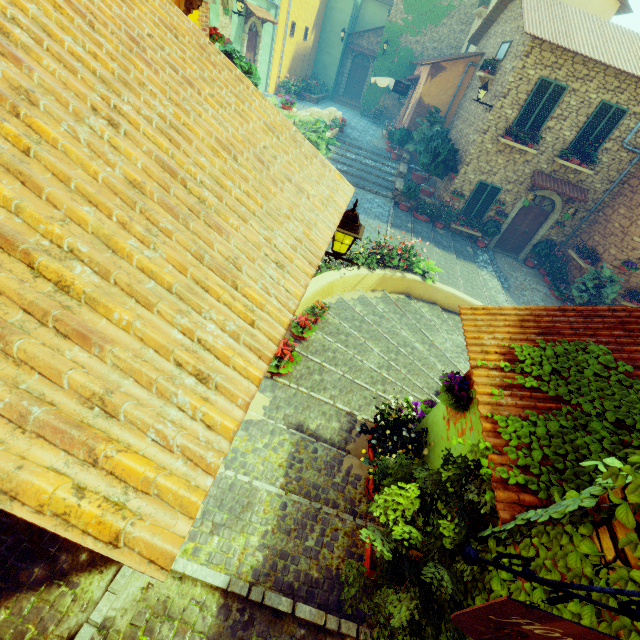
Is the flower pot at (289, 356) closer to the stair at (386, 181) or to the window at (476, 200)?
the stair at (386, 181)

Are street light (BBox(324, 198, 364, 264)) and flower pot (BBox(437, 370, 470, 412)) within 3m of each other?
yes

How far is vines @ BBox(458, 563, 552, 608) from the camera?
1.7 meters

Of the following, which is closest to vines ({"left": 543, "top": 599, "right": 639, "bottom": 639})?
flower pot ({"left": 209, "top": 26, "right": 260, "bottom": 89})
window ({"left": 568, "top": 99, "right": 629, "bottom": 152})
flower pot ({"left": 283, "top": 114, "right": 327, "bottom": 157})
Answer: flower pot ({"left": 209, "top": 26, "right": 260, "bottom": 89})

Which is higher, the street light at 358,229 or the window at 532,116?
the window at 532,116

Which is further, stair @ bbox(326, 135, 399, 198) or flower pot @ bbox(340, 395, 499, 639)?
stair @ bbox(326, 135, 399, 198)

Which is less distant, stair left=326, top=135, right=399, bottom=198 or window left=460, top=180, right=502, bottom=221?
window left=460, top=180, right=502, bottom=221

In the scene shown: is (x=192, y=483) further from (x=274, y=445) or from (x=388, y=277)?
(x=388, y=277)
